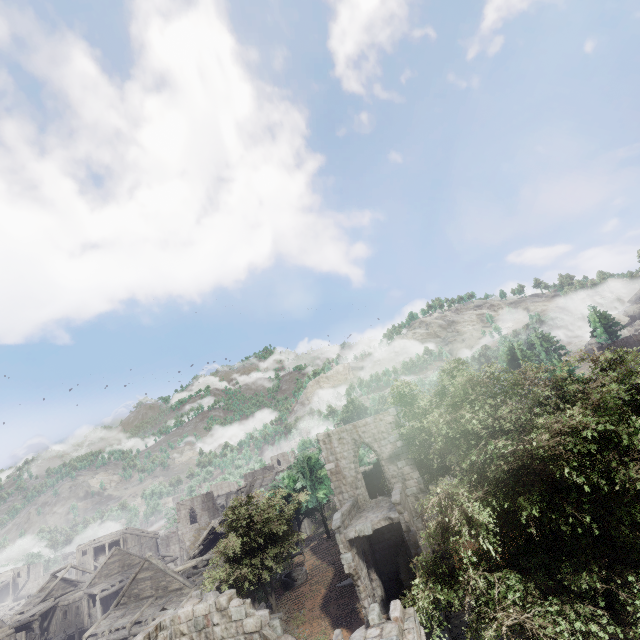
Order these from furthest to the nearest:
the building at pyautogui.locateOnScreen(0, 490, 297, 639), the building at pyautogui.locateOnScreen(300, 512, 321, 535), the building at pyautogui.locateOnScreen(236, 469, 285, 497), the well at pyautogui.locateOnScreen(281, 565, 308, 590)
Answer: the building at pyautogui.locateOnScreen(236, 469, 285, 497), the building at pyautogui.locateOnScreen(300, 512, 321, 535), the well at pyautogui.locateOnScreen(281, 565, 308, 590), the building at pyautogui.locateOnScreen(0, 490, 297, 639)

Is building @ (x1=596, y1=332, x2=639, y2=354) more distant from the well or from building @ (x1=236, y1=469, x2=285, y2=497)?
the well

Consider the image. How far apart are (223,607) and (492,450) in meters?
11.9 m

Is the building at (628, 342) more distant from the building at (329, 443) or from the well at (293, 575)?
the well at (293, 575)

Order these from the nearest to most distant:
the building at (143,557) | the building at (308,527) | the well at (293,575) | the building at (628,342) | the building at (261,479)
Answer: the building at (143,557)
the well at (293,575)
the building at (628,342)
the building at (308,527)
the building at (261,479)

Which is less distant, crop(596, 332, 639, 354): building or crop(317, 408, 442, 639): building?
crop(317, 408, 442, 639): building

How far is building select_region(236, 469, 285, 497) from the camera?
46.7m

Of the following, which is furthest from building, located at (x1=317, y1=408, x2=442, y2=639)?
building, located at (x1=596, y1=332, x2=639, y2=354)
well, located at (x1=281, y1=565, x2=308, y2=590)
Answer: building, located at (x1=596, y1=332, x2=639, y2=354)
